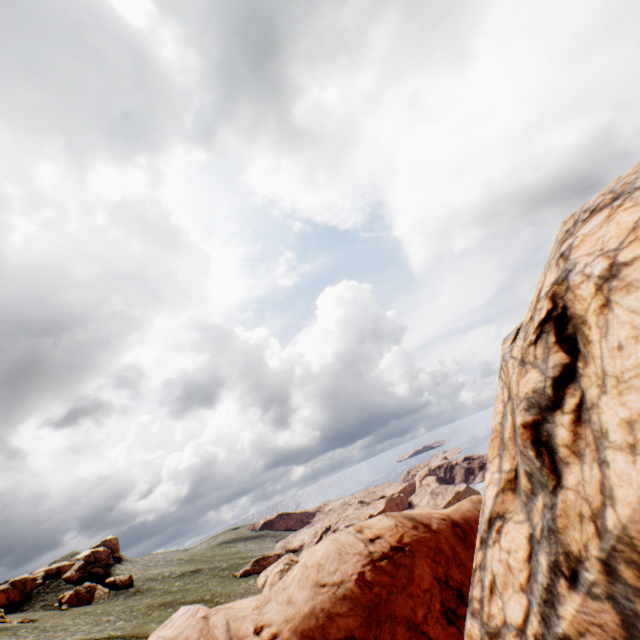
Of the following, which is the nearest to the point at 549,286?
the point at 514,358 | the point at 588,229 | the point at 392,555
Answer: the point at 588,229
